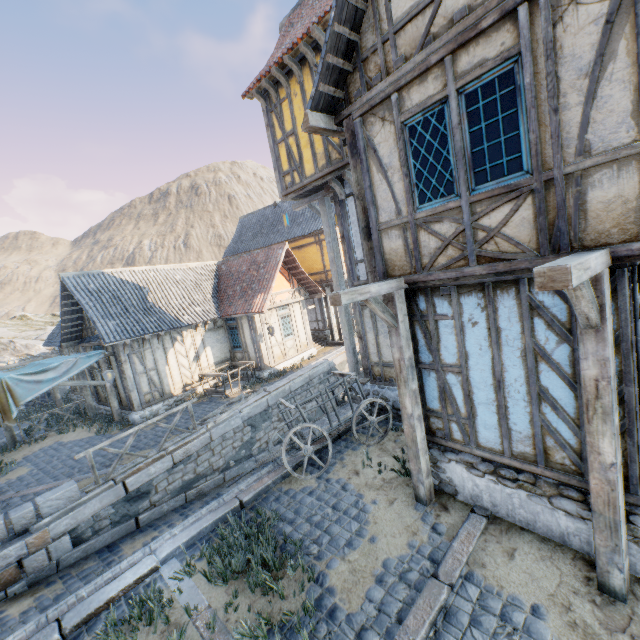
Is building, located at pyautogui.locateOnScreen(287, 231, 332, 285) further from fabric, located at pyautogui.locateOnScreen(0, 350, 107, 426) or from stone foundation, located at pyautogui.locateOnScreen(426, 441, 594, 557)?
fabric, located at pyautogui.locateOnScreen(0, 350, 107, 426)

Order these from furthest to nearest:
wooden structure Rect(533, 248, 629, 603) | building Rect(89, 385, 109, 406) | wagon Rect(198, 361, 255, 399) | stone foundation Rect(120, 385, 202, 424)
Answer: building Rect(89, 385, 109, 406), wagon Rect(198, 361, 255, 399), stone foundation Rect(120, 385, 202, 424), wooden structure Rect(533, 248, 629, 603)

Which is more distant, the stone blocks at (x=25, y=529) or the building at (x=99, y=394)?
the building at (x=99, y=394)

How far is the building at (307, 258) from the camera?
18.70m

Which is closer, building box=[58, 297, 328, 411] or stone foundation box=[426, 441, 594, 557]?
stone foundation box=[426, 441, 594, 557]

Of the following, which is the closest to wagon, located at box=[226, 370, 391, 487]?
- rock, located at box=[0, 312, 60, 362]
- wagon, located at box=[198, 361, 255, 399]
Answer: wagon, located at box=[198, 361, 255, 399]

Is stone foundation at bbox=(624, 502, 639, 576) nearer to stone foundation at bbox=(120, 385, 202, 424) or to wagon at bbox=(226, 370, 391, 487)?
wagon at bbox=(226, 370, 391, 487)

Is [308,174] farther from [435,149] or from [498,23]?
[498,23]
